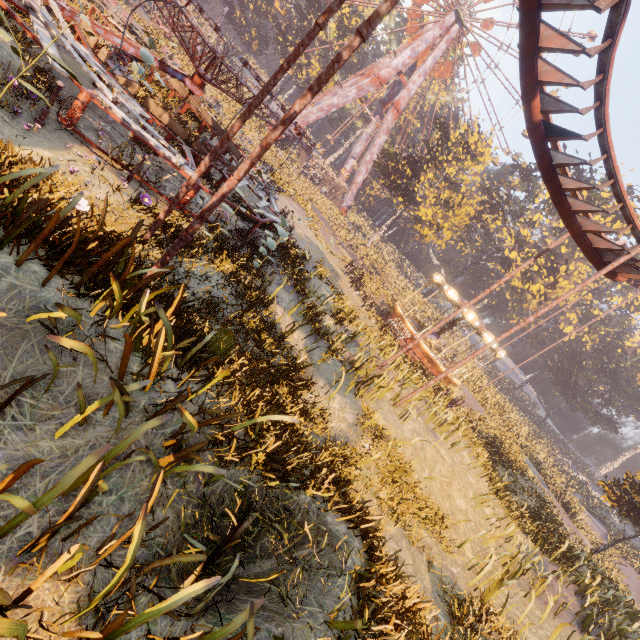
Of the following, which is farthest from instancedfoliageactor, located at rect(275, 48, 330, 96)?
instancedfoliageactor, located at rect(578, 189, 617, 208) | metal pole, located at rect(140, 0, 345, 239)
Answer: metal pole, located at rect(140, 0, 345, 239)

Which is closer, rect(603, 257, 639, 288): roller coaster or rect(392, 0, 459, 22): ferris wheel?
rect(603, 257, 639, 288): roller coaster

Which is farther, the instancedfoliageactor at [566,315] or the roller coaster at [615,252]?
the instancedfoliageactor at [566,315]

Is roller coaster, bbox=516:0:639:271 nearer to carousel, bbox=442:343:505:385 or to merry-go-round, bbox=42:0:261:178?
merry-go-round, bbox=42:0:261:178

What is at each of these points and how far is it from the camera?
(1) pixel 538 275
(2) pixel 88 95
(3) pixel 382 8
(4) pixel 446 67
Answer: (1) instancedfoliageactor, 43.91m
(2) merry-go-round, 7.97m
(3) metal pole, 4.15m
(4) ferris wheel, 44.12m

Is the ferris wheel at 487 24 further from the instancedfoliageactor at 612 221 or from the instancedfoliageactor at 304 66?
the instancedfoliageactor at 612 221

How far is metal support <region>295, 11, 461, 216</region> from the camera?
40.7 meters

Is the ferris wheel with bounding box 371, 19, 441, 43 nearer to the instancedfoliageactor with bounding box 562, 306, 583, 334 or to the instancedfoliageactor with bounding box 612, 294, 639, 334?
the instancedfoliageactor with bounding box 612, 294, 639, 334
